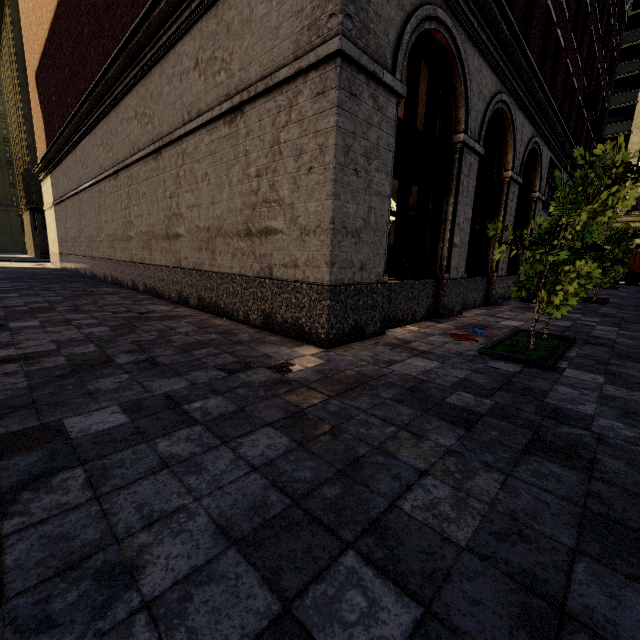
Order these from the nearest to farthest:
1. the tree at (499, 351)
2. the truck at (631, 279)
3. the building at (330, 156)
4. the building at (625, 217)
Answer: the tree at (499, 351)
the building at (330, 156)
the truck at (631, 279)
the building at (625, 217)

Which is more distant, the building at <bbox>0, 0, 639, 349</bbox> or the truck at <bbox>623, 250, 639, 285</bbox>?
the truck at <bbox>623, 250, 639, 285</bbox>

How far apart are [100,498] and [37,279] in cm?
1695

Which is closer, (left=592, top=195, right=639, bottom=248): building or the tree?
the tree

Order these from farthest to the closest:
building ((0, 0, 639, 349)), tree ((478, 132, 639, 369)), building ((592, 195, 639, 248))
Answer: building ((592, 195, 639, 248)), building ((0, 0, 639, 349)), tree ((478, 132, 639, 369))

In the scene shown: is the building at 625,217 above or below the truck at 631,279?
above

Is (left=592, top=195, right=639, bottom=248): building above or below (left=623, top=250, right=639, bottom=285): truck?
above

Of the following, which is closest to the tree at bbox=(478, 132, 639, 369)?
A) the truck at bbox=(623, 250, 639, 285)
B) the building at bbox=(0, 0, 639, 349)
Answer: the building at bbox=(0, 0, 639, 349)
